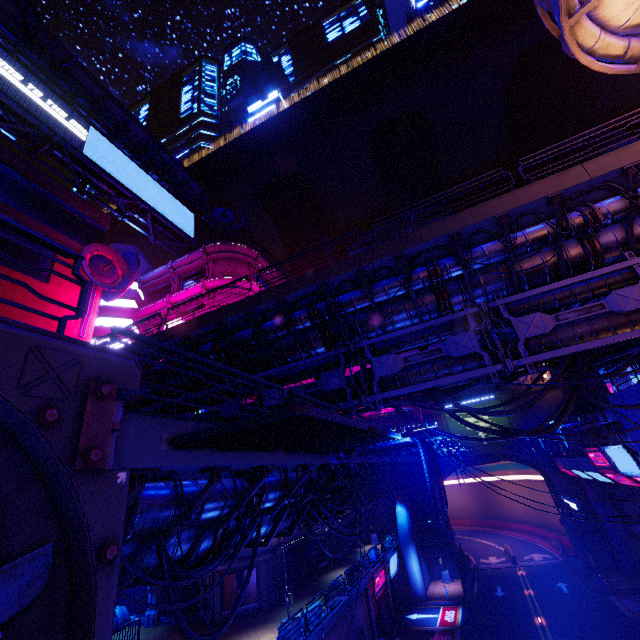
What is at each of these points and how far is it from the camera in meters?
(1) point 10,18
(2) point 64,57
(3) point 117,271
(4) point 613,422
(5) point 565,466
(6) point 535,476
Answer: (1) walkway, 24.5 m
(2) walkway, 27.0 m
(3) satellite dish, 27.8 m
(4) walkway, 18.6 m
(5) walkway, 31.9 m
(6) tunnel, 46.8 m

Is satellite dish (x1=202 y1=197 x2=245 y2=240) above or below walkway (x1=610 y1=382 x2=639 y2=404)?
above

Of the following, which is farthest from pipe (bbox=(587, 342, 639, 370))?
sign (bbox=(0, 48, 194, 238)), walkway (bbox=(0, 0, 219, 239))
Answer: walkway (bbox=(0, 0, 219, 239))

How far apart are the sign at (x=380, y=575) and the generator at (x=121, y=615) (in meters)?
18.39

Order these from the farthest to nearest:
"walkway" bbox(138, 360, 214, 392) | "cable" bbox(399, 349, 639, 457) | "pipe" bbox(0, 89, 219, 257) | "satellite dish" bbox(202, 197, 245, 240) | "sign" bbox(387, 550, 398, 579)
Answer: "satellite dish" bbox(202, 197, 245, 240), "sign" bbox(387, 550, 398, 579), "pipe" bbox(0, 89, 219, 257), "walkway" bbox(138, 360, 214, 392), "cable" bbox(399, 349, 639, 457)

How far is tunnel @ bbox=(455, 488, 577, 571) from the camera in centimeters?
3844cm

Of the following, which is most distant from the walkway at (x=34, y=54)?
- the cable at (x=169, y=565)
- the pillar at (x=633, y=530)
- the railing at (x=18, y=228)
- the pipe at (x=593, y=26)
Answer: the pillar at (x=633, y=530)

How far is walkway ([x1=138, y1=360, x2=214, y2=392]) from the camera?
15.6 meters
